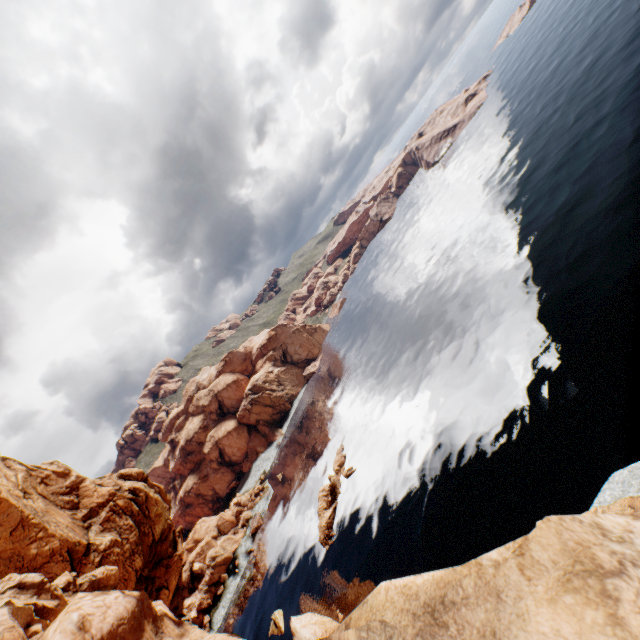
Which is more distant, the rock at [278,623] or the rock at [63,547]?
the rock at [278,623]

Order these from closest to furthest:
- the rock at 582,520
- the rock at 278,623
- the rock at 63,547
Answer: the rock at 582,520
the rock at 63,547
the rock at 278,623

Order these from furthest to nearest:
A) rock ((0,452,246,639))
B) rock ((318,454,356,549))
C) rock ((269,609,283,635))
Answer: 1. rock ((318,454,356,549))
2. rock ((269,609,283,635))
3. rock ((0,452,246,639))

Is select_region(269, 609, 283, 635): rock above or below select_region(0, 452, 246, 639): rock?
below

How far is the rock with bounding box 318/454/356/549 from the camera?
48.9m

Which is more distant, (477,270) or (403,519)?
(477,270)

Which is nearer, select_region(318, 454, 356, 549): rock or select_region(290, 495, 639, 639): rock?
select_region(290, 495, 639, 639): rock
